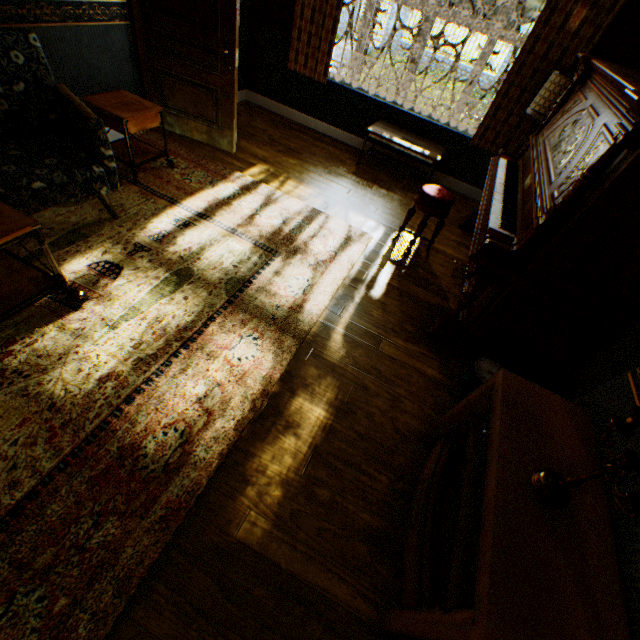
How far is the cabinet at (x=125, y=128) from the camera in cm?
312

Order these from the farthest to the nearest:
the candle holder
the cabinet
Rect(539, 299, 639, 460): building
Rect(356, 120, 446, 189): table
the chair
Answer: Rect(356, 120, 446, 189): table
the cabinet
the chair
Rect(539, 299, 639, 460): building
the candle holder

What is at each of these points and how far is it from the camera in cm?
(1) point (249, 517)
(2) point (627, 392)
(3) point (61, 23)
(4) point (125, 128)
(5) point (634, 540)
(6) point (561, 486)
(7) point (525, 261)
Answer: (1) building, 183
(2) building, 159
(3) building, 304
(4) cabinet, 311
(5) building, 125
(6) candle holder, 130
(7) piano, 233

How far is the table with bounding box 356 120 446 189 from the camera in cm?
468

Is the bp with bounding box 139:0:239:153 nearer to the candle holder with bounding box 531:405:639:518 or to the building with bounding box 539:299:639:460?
the building with bounding box 539:299:639:460

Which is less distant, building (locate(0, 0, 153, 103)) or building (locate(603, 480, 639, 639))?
building (locate(603, 480, 639, 639))

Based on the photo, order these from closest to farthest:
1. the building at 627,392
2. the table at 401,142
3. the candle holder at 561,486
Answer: the candle holder at 561,486, the building at 627,392, the table at 401,142

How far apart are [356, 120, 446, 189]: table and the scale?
3.22m
